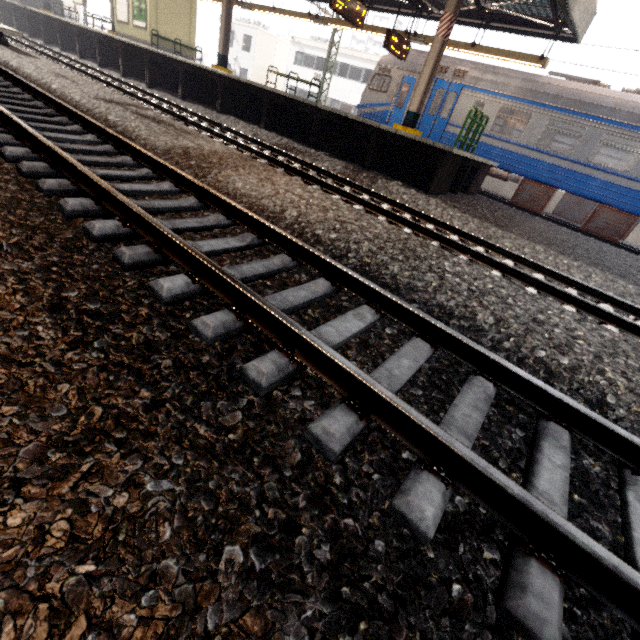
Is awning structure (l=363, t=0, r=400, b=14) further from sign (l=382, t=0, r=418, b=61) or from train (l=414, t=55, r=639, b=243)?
train (l=414, t=55, r=639, b=243)

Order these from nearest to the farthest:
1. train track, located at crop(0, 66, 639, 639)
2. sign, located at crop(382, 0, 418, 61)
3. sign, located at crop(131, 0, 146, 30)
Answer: train track, located at crop(0, 66, 639, 639), sign, located at crop(382, 0, 418, 61), sign, located at crop(131, 0, 146, 30)

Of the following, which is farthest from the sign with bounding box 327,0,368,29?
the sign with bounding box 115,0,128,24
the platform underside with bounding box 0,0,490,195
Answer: the sign with bounding box 115,0,128,24

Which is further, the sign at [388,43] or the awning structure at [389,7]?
the awning structure at [389,7]

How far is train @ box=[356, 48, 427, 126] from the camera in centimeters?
1298cm

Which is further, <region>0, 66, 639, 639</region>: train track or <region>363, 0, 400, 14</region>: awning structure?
<region>363, 0, 400, 14</region>: awning structure

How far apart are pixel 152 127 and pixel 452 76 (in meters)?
11.86

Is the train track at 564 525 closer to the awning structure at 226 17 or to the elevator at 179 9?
the awning structure at 226 17
